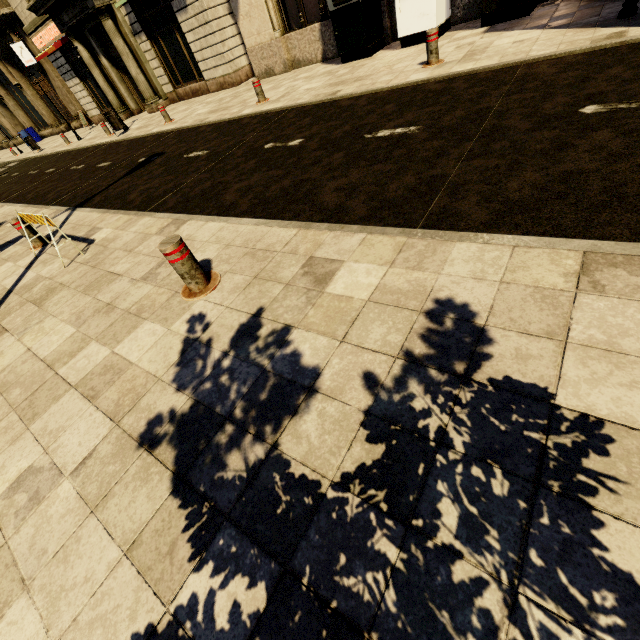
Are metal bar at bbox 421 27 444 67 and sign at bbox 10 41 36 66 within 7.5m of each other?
no

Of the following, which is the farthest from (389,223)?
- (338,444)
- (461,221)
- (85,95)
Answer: (85,95)

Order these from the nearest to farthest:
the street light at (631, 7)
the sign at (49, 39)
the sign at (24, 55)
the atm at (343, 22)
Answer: the street light at (631, 7)
the atm at (343, 22)
the sign at (49, 39)
the sign at (24, 55)

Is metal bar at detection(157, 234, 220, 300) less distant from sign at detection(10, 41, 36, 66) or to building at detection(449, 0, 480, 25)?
building at detection(449, 0, 480, 25)

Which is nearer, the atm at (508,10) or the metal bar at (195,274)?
the metal bar at (195,274)

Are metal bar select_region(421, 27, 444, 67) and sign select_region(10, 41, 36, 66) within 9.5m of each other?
no

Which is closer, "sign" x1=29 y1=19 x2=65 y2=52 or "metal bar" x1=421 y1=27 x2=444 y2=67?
"metal bar" x1=421 y1=27 x2=444 y2=67

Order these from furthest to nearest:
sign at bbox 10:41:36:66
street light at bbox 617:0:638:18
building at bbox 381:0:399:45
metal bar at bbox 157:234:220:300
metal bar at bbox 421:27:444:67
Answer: sign at bbox 10:41:36:66, building at bbox 381:0:399:45, metal bar at bbox 421:27:444:67, street light at bbox 617:0:638:18, metal bar at bbox 157:234:220:300
